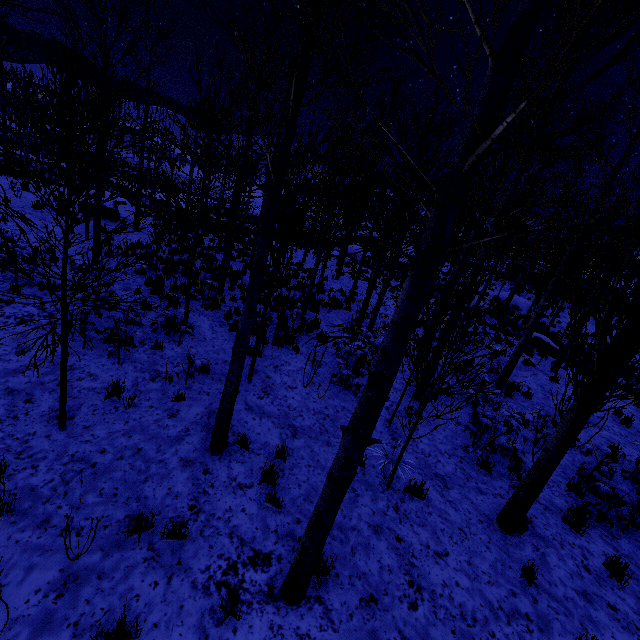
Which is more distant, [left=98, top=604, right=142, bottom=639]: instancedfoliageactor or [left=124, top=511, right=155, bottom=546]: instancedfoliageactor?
[left=124, top=511, right=155, bottom=546]: instancedfoliageactor

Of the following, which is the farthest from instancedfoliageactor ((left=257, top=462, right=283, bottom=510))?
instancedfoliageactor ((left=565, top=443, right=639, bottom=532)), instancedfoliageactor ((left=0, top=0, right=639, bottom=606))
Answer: instancedfoliageactor ((left=0, top=0, right=639, bottom=606))

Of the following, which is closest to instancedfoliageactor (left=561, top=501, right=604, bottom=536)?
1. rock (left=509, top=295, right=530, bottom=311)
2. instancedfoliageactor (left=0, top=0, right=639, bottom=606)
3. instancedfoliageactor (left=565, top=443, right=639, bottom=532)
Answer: rock (left=509, top=295, right=530, bottom=311)

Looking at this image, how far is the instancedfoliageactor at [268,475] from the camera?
4.5m

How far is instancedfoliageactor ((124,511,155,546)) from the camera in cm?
370

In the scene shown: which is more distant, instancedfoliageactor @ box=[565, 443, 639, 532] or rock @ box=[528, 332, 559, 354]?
rock @ box=[528, 332, 559, 354]

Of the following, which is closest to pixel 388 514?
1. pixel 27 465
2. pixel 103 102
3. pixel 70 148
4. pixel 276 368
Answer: pixel 276 368

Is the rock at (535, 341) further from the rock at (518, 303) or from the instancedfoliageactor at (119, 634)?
the rock at (518, 303)
